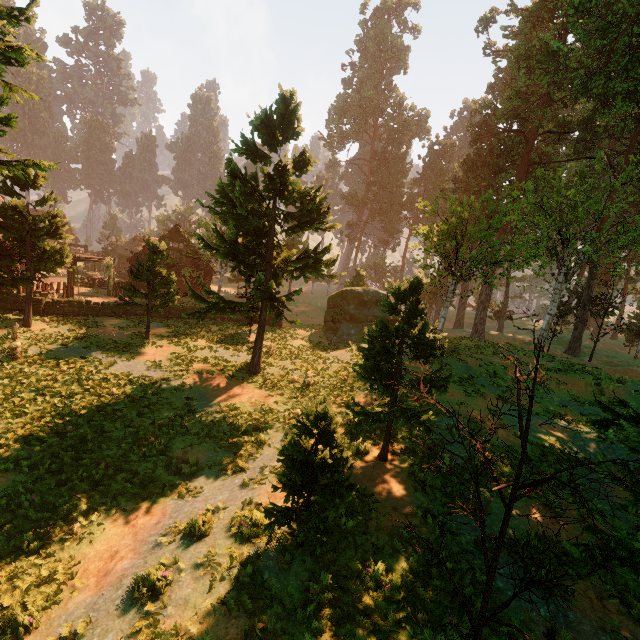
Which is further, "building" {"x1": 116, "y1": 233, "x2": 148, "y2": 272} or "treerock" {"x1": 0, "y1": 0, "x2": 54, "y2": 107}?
"building" {"x1": 116, "y1": 233, "x2": 148, "y2": 272}

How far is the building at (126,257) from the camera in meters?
35.2 m

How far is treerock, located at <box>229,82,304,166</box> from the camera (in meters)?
14.40

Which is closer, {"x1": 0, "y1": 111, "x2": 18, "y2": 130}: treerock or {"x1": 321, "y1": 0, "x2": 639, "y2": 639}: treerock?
{"x1": 321, "y1": 0, "x2": 639, "y2": 639}: treerock

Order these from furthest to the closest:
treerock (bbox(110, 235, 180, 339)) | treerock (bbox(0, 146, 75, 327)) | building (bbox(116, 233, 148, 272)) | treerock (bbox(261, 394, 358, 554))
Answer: building (bbox(116, 233, 148, 272)), treerock (bbox(110, 235, 180, 339)), treerock (bbox(0, 146, 75, 327)), treerock (bbox(261, 394, 358, 554))

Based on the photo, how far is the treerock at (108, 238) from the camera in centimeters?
4807cm

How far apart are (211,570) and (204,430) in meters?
6.9
